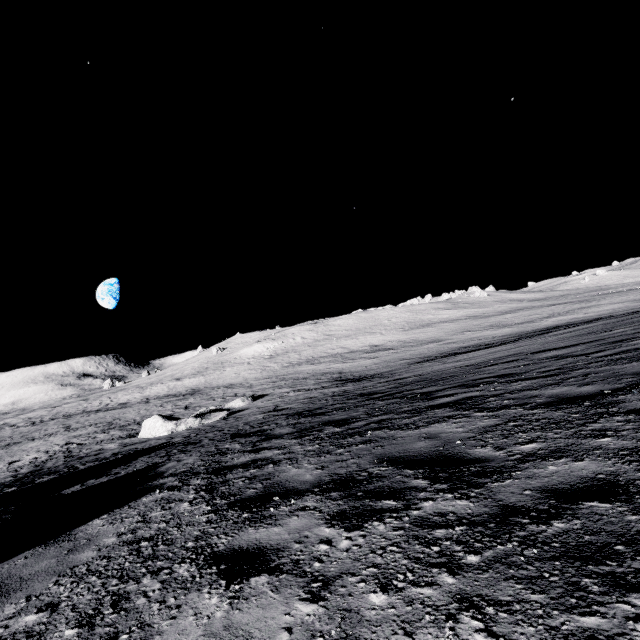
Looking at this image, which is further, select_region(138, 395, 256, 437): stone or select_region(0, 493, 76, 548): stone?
select_region(138, 395, 256, 437): stone

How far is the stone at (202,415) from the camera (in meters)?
17.72

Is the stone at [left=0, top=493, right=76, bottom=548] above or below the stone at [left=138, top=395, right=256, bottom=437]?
above

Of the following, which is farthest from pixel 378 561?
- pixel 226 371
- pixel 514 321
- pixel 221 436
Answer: pixel 226 371

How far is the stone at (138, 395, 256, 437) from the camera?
17.7 meters

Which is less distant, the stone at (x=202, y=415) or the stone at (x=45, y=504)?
the stone at (x=45, y=504)
